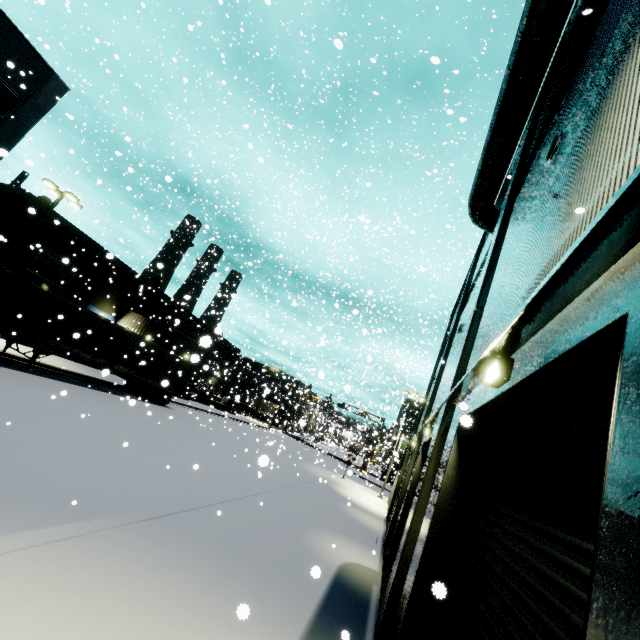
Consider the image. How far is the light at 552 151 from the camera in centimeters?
509cm

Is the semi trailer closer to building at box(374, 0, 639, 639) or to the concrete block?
building at box(374, 0, 639, 639)

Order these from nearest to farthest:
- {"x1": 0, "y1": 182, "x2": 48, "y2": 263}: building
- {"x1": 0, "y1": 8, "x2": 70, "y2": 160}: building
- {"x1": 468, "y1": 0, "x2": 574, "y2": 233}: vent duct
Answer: {"x1": 468, "y1": 0, "x2": 574, "y2": 233}: vent duct
{"x1": 0, "y1": 8, "x2": 70, "y2": 160}: building
{"x1": 0, "y1": 182, "x2": 48, "y2": 263}: building

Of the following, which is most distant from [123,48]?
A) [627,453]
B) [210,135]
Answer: [627,453]

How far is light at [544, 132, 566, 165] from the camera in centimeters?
509cm

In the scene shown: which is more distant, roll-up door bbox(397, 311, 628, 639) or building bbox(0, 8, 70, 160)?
building bbox(0, 8, 70, 160)

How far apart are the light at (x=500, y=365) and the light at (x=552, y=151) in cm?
374

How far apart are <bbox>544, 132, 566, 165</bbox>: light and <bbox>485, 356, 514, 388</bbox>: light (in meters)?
3.74
